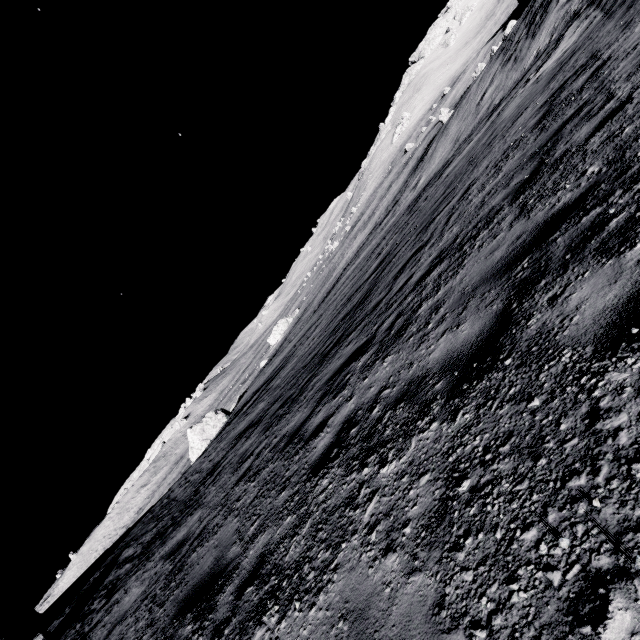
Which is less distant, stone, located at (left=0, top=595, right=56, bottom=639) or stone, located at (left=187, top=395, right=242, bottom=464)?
stone, located at (left=0, top=595, right=56, bottom=639)

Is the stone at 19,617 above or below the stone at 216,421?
above

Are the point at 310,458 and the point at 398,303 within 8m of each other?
yes

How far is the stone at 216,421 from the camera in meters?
33.2 m

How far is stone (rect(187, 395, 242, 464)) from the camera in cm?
3322

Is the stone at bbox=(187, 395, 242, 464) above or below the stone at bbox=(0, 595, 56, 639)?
below
